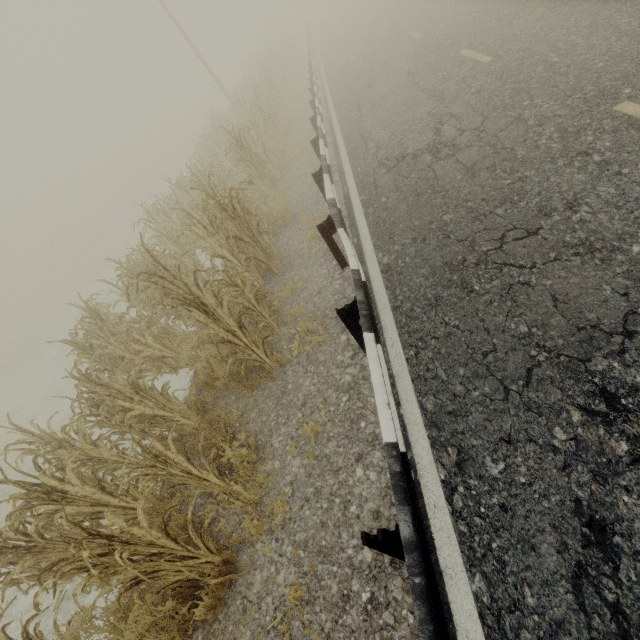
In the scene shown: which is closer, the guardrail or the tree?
the guardrail

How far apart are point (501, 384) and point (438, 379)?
0.55m

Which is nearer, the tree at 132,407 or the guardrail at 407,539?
the guardrail at 407,539
